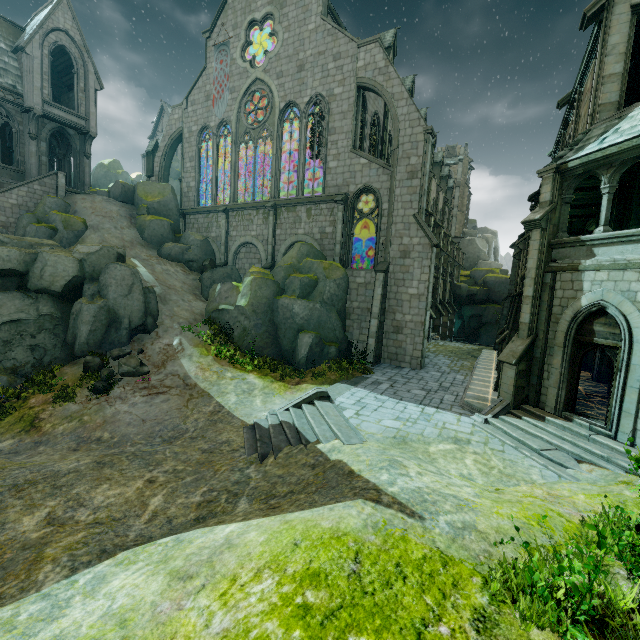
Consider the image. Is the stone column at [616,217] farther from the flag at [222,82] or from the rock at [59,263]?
the flag at [222,82]

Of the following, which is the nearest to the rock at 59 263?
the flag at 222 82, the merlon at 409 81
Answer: the flag at 222 82

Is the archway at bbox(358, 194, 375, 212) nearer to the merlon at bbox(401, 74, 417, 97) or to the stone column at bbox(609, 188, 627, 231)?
the merlon at bbox(401, 74, 417, 97)

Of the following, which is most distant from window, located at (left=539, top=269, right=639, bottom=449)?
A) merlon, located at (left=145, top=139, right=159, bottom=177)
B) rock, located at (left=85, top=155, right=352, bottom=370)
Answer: merlon, located at (left=145, top=139, right=159, bottom=177)

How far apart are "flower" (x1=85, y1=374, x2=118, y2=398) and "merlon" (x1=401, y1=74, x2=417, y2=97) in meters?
31.5

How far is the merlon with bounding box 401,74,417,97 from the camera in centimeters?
3006cm

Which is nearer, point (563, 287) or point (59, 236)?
point (563, 287)

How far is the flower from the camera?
13.7 meters
